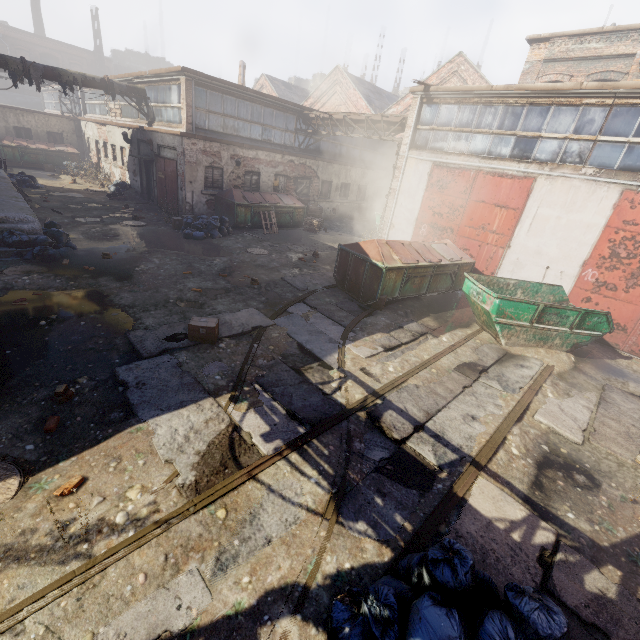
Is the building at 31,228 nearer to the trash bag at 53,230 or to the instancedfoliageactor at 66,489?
the trash bag at 53,230

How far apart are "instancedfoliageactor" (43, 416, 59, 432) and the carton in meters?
2.4

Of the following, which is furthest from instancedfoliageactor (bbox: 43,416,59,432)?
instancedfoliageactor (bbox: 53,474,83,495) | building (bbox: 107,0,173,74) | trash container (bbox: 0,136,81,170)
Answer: building (bbox: 107,0,173,74)

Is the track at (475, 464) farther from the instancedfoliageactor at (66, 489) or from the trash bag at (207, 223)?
the trash bag at (207, 223)

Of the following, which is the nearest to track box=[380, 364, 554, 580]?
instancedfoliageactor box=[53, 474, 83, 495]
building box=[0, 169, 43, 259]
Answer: instancedfoliageactor box=[53, 474, 83, 495]

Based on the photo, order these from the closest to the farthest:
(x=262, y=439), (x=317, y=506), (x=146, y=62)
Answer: (x=317, y=506)
(x=262, y=439)
(x=146, y=62)

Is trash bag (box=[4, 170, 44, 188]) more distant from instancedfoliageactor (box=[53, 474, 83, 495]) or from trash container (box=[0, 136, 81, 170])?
instancedfoliageactor (box=[53, 474, 83, 495])

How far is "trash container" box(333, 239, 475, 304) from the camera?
9.27m
